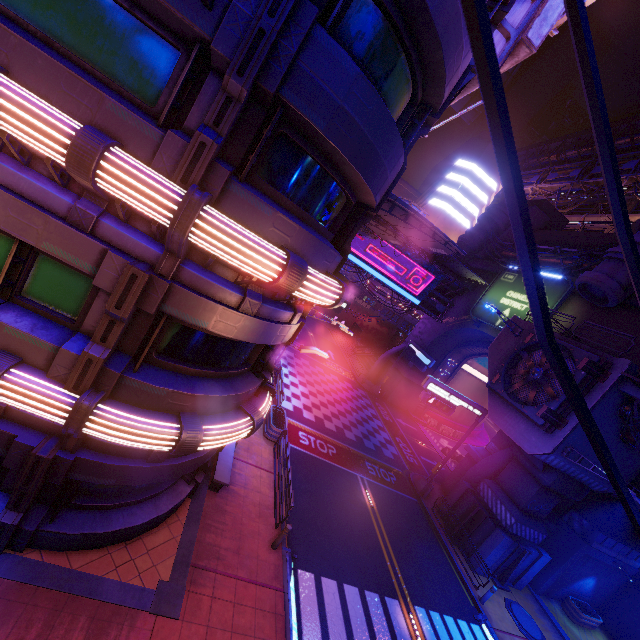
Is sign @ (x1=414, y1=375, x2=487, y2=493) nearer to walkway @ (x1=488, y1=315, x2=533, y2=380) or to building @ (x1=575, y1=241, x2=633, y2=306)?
walkway @ (x1=488, y1=315, x2=533, y2=380)

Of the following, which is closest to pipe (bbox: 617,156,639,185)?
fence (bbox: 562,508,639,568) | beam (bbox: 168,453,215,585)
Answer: fence (bbox: 562,508,639,568)

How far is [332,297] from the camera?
8.21m

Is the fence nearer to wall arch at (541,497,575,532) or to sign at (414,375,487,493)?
wall arch at (541,497,575,532)

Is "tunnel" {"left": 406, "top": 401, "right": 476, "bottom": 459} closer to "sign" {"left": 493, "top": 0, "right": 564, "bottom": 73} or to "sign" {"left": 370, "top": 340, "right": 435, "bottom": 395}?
"sign" {"left": 370, "top": 340, "right": 435, "bottom": 395}

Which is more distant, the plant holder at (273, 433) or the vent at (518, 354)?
the plant holder at (273, 433)

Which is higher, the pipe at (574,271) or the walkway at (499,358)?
the pipe at (574,271)

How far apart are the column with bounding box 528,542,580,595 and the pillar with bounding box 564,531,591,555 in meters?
0.0
